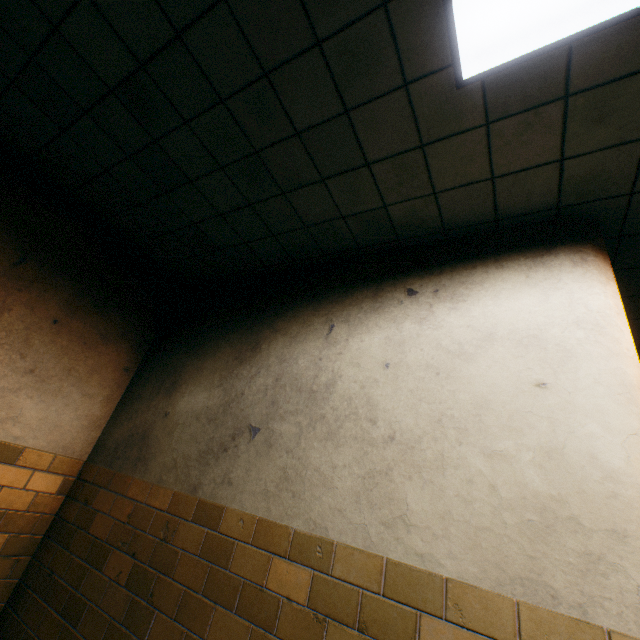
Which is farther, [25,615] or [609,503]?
[25,615]
